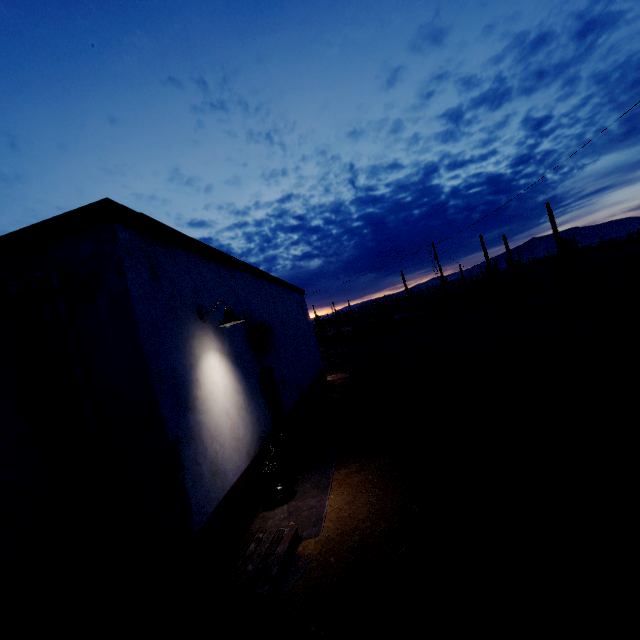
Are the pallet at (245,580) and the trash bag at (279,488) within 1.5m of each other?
yes

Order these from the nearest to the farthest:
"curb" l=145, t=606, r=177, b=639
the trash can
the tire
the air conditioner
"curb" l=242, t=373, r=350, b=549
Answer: the tire, "curb" l=145, t=606, r=177, b=639, "curb" l=242, t=373, r=350, b=549, the trash can, the air conditioner

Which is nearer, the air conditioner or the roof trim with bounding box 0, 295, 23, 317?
the roof trim with bounding box 0, 295, 23, 317

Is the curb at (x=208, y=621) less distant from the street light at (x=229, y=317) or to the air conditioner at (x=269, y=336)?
the air conditioner at (x=269, y=336)

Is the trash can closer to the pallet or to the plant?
the pallet

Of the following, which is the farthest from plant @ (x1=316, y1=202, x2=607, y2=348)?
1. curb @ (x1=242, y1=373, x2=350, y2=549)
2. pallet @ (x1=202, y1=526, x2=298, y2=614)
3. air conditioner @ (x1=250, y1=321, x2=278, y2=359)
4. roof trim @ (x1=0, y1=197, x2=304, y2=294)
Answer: pallet @ (x1=202, y1=526, x2=298, y2=614)

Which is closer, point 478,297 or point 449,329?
point 449,329

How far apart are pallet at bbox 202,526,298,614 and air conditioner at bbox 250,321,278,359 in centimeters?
376cm
